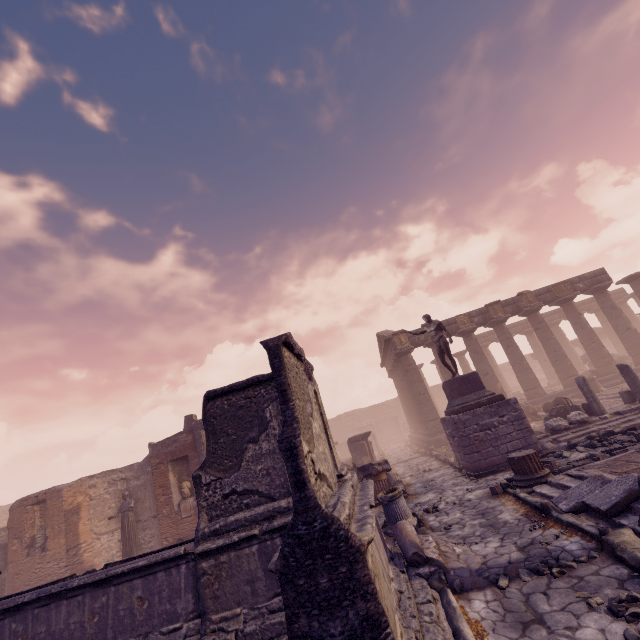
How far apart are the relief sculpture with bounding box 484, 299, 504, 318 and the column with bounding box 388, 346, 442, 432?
5.88m

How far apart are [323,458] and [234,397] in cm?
240

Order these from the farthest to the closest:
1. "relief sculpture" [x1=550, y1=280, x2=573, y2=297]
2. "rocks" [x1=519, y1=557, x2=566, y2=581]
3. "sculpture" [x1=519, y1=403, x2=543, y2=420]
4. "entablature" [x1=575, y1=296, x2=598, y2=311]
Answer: "entablature" [x1=575, y1=296, x2=598, y2=311]
"relief sculpture" [x1=550, y1=280, x2=573, y2=297]
"sculpture" [x1=519, y1=403, x2=543, y2=420]
"rocks" [x1=519, y1=557, x2=566, y2=581]

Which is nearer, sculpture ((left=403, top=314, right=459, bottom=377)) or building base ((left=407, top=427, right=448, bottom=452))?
sculpture ((left=403, top=314, right=459, bottom=377))

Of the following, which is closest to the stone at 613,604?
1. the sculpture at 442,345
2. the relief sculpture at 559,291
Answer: the sculpture at 442,345

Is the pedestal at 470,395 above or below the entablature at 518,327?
below

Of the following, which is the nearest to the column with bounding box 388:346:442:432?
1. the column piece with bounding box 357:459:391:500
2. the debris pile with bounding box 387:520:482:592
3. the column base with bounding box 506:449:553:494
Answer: the column piece with bounding box 357:459:391:500

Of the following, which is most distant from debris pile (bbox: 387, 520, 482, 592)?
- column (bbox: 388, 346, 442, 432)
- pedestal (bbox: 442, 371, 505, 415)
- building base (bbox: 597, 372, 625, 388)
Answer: column (bbox: 388, 346, 442, 432)
